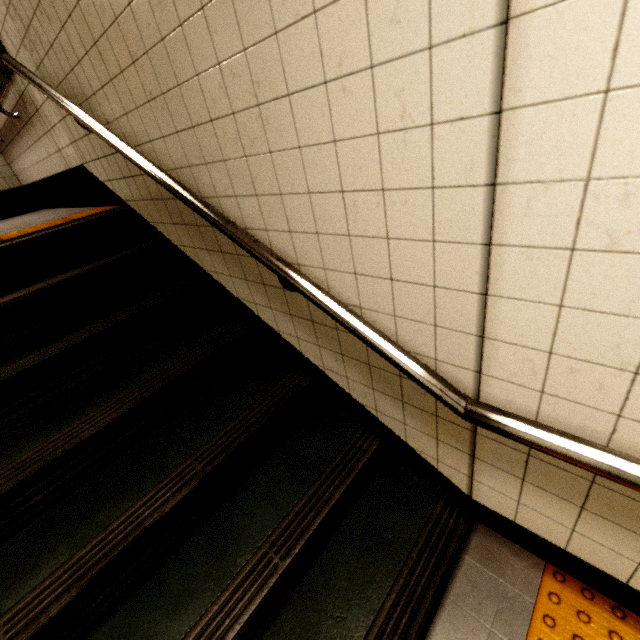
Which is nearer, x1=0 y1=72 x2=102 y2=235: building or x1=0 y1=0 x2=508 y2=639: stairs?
x1=0 y1=0 x2=508 y2=639: stairs

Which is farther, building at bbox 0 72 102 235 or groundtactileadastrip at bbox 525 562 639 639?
building at bbox 0 72 102 235

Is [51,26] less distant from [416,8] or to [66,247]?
[66,247]

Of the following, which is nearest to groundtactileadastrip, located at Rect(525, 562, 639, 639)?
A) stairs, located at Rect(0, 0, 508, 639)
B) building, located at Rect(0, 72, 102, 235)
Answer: stairs, located at Rect(0, 0, 508, 639)

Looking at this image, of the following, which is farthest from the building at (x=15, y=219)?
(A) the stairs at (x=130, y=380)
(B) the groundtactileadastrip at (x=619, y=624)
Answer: (B) the groundtactileadastrip at (x=619, y=624)

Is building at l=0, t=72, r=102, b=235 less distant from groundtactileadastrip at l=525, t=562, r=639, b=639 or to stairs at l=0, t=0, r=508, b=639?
stairs at l=0, t=0, r=508, b=639

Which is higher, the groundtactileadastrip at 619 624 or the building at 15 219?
the building at 15 219
